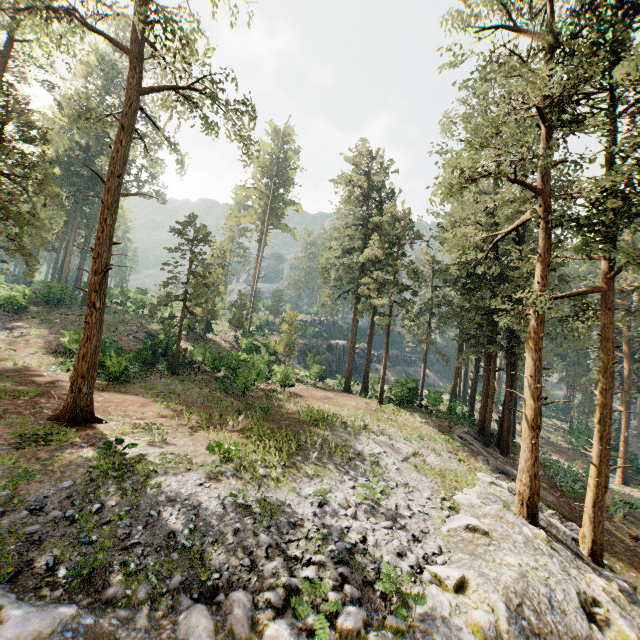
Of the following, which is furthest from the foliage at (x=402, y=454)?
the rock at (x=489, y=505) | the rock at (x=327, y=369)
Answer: the rock at (x=327, y=369)

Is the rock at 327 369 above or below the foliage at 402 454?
above

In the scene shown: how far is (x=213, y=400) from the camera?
19.6m

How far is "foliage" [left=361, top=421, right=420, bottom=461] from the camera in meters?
17.1 m

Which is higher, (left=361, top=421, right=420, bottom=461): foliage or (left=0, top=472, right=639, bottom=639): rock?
(left=361, top=421, right=420, bottom=461): foliage

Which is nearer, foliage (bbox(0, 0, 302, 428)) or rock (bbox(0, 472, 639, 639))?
rock (bbox(0, 472, 639, 639))

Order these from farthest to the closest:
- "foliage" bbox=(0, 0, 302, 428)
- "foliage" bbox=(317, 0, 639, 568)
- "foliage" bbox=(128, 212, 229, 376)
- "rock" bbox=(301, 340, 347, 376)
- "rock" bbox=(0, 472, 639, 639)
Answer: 1. "rock" bbox=(301, 340, 347, 376)
2. "foliage" bbox=(128, 212, 229, 376)
3. "foliage" bbox=(317, 0, 639, 568)
4. "foliage" bbox=(0, 0, 302, 428)
5. "rock" bbox=(0, 472, 639, 639)
